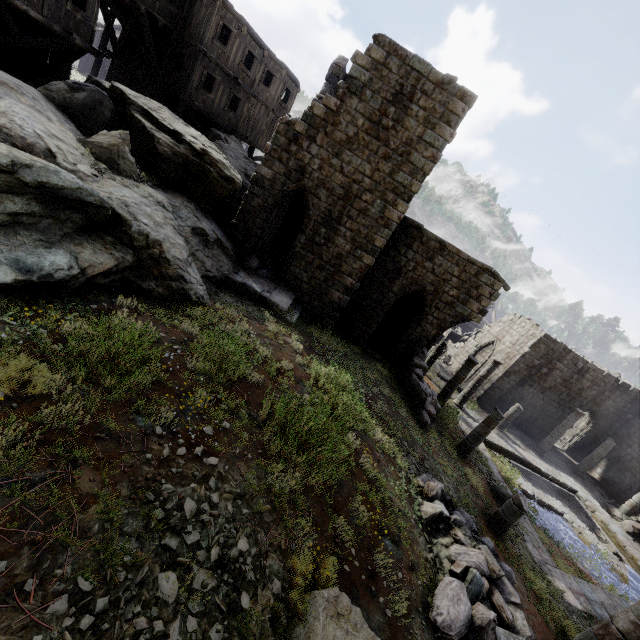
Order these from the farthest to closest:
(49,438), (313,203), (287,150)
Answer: (313,203) < (287,150) < (49,438)

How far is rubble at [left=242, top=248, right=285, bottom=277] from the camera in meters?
13.9

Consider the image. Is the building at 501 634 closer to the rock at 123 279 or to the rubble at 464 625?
the rock at 123 279

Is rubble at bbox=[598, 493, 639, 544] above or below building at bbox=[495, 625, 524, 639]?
below

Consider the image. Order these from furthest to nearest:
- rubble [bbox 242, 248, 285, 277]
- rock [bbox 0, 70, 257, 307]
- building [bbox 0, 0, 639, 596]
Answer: rubble [bbox 242, 248, 285, 277]
building [bbox 0, 0, 639, 596]
rock [bbox 0, 70, 257, 307]

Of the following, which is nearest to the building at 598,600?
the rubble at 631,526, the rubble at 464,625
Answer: the rubble at 631,526

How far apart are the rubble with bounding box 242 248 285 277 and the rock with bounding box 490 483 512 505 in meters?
12.8

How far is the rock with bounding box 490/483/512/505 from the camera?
12.7m
